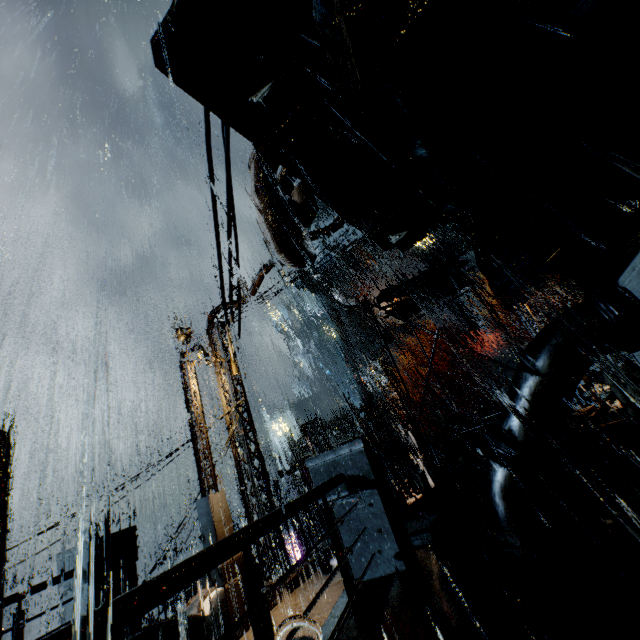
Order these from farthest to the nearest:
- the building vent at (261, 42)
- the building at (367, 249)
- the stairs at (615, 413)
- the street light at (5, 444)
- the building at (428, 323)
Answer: the building at (367, 249)
the building at (428, 323)
the stairs at (615, 413)
the street light at (5, 444)
the building vent at (261, 42)

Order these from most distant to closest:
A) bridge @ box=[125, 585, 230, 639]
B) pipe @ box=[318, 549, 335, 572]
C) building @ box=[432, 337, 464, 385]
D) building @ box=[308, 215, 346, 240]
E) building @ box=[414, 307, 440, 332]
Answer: building @ box=[414, 307, 440, 332] < building @ box=[432, 337, 464, 385] < pipe @ box=[318, 549, 335, 572] < building @ box=[308, 215, 346, 240] < bridge @ box=[125, 585, 230, 639]

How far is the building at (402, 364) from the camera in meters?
51.3

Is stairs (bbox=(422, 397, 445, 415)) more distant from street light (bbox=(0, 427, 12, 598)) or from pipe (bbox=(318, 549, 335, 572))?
street light (bbox=(0, 427, 12, 598))

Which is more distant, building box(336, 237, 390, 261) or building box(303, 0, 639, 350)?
building box(336, 237, 390, 261)

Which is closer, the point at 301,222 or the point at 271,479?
the point at 301,222

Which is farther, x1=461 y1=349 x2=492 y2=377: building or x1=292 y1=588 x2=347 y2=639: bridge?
x1=461 y1=349 x2=492 y2=377: building

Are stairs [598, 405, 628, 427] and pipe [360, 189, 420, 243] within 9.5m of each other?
no
